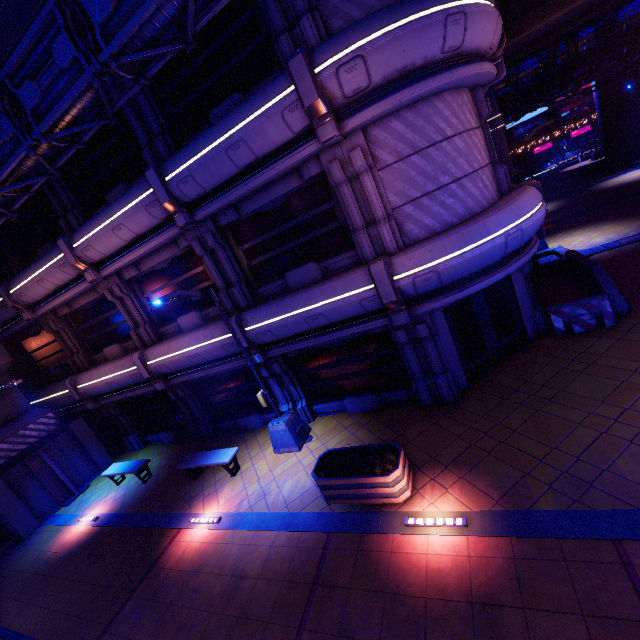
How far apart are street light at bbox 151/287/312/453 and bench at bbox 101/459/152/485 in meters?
5.6

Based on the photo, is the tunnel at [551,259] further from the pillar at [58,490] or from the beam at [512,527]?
the pillar at [58,490]

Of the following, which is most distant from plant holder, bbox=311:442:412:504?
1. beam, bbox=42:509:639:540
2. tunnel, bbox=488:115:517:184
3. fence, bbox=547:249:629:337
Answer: tunnel, bbox=488:115:517:184

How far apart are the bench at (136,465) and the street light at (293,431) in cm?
559

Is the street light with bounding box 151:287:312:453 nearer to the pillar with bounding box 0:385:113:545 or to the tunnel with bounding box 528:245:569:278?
the pillar with bounding box 0:385:113:545

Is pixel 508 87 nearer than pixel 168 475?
No

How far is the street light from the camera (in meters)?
8.70

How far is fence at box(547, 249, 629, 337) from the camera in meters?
9.5 m
